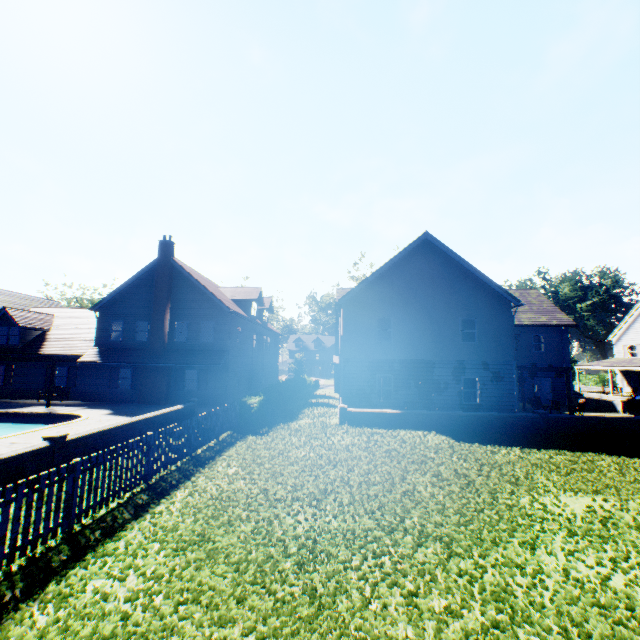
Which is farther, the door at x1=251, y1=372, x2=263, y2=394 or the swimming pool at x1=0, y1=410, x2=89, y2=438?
the door at x1=251, y1=372, x2=263, y2=394

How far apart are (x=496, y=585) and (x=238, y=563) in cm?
396

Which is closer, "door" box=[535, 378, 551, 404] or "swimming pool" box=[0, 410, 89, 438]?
"swimming pool" box=[0, 410, 89, 438]

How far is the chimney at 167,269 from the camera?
23.3 meters

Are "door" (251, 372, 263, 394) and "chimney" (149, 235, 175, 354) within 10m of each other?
yes

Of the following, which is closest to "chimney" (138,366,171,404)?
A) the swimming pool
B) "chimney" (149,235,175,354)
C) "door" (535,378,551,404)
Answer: "chimney" (149,235,175,354)

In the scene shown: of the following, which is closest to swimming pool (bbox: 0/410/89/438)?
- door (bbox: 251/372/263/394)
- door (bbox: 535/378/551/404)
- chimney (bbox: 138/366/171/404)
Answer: chimney (bbox: 138/366/171/404)

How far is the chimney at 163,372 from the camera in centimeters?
2277cm
